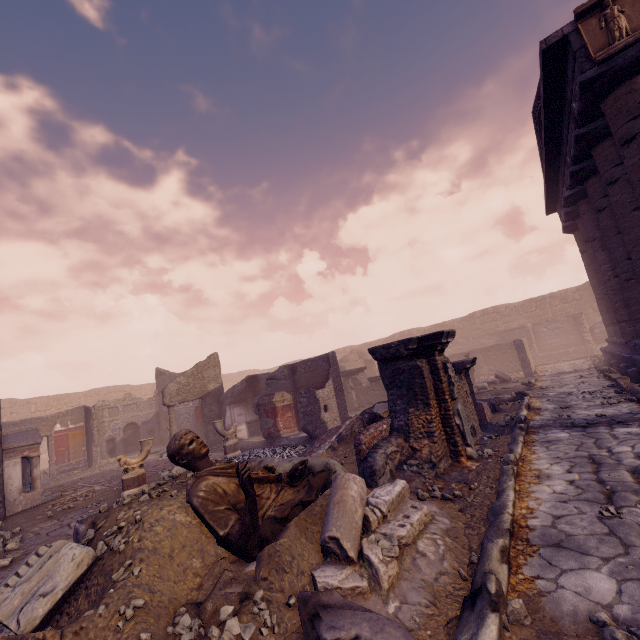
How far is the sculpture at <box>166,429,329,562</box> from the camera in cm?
280

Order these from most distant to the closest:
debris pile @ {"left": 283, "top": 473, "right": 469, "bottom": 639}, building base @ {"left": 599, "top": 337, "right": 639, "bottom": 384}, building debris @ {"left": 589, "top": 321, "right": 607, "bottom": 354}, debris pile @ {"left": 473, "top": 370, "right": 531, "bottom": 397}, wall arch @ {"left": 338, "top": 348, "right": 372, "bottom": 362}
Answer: wall arch @ {"left": 338, "top": 348, "right": 372, "bottom": 362}
building debris @ {"left": 589, "top": 321, "right": 607, "bottom": 354}
debris pile @ {"left": 473, "top": 370, "right": 531, "bottom": 397}
building base @ {"left": 599, "top": 337, "right": 639, "bottom": 384}
debris pile @ {"left": 283, "top": 473, "right": 469, "bottom": 639}

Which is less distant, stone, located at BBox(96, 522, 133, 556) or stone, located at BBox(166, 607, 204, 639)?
stone, located at BBox(166, 607, 204, 639)

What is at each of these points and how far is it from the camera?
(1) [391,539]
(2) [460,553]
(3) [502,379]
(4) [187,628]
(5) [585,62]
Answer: (1) stone, 2.78m
(2) debris pile, 2.89m
(3) debris pile, 14.18m
(4) stone, 2.25m
(5) entablature, 6.29m

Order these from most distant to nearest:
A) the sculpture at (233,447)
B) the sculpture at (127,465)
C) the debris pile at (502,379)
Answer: the debris pile at (502,379)
the sculpture at (233,447)
the sculpture at (127,465)

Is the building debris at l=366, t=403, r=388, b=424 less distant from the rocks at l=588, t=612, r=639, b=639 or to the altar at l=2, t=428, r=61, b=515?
the rocks at l=588, t=612, r=639, b=639

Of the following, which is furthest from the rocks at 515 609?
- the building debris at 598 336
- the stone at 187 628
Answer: the building debris at 598 336

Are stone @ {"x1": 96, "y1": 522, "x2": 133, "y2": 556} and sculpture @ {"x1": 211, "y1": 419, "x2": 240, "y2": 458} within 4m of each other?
no
